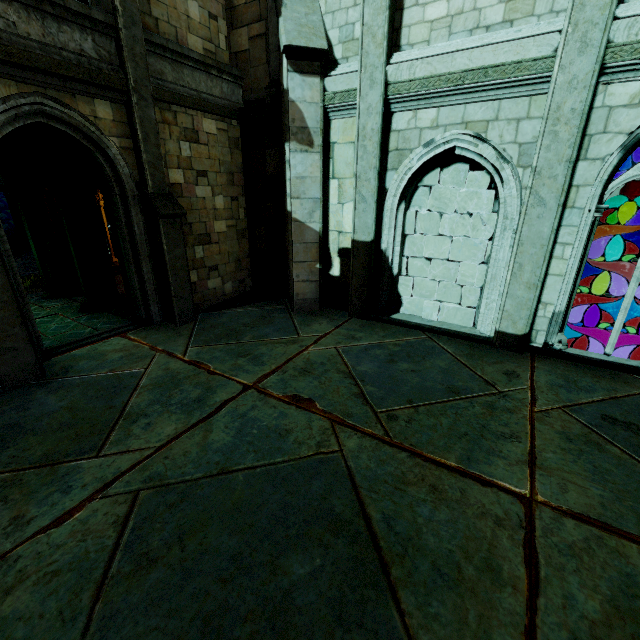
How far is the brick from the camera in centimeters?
833cm

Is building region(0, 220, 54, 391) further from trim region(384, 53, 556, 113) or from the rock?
trim region(384, 53, 556, 113)

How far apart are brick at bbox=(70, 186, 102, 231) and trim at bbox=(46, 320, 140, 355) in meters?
2.9

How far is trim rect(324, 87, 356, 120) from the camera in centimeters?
683cm

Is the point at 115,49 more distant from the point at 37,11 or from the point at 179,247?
the point at 179,247

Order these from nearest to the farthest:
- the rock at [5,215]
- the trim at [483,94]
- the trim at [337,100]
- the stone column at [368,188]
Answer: the trim at [483,94], the stone column at [368,188], the trim at [337,100], the rock at [5,215]

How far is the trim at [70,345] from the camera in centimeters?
660cm

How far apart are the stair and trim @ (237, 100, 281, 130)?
5.3m
